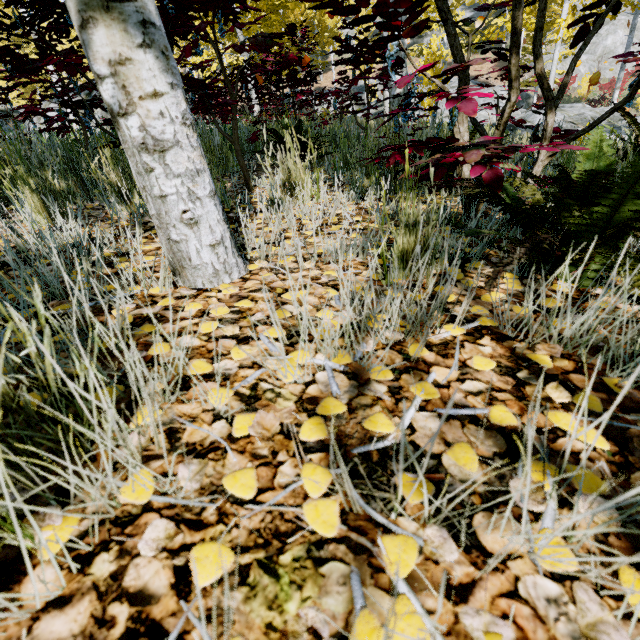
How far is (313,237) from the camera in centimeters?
151cm

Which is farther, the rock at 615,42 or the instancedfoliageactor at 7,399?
the rock at 615,42

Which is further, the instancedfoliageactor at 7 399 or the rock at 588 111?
the rock at 588 111

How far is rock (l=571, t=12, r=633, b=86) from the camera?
23.7m

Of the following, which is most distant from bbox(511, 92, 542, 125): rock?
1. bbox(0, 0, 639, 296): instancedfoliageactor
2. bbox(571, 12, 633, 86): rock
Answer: bbox(571, 12, 633, 86): rock

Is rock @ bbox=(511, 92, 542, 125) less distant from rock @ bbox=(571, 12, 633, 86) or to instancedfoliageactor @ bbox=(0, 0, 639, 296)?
instancedfoliageactor @ bbox=(0, 0, 639, 296)

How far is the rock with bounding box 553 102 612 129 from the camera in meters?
9.3 m
